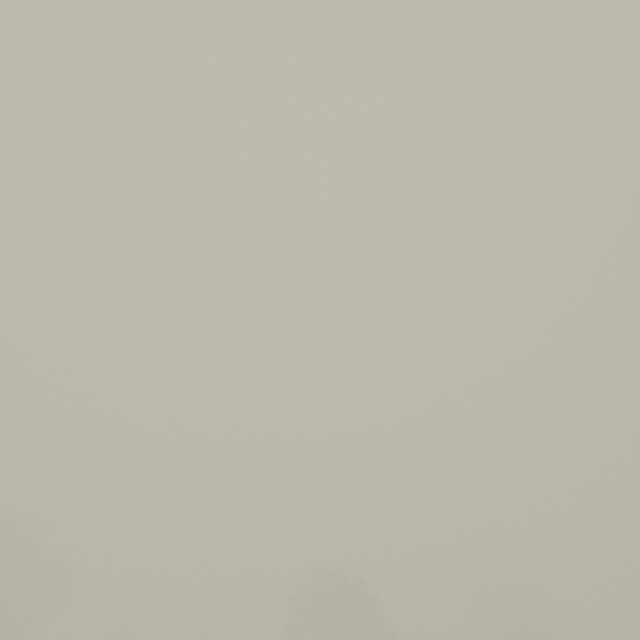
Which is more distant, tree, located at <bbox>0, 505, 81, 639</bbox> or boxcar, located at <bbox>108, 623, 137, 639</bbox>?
boxcar, located at <bbox>108, 623, 137, 639</bbox>

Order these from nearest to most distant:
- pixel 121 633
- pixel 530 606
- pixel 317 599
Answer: pixel 317 599, pixel 530 606, pixel 121 633

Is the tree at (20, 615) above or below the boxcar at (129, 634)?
above

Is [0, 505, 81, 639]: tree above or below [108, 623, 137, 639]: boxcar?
above

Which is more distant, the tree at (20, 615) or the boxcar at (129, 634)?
the boxcar at (129, 634)
